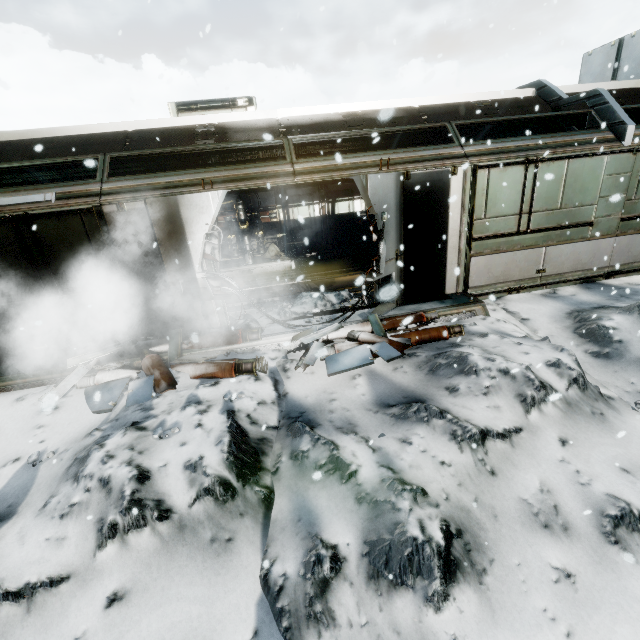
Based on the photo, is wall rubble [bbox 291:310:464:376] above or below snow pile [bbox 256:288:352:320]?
below

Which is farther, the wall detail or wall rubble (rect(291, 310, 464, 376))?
the wall detail

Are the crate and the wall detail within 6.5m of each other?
yes

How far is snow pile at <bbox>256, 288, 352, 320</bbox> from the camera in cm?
707

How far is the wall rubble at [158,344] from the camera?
5.2 meters

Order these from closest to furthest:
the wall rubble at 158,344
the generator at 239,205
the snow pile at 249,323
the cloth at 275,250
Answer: the wall rubble at 158,344 → the snow pile at 249,323 → the generator at 239,205 → the cloth at 275,250

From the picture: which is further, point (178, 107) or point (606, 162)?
point (178, 107)

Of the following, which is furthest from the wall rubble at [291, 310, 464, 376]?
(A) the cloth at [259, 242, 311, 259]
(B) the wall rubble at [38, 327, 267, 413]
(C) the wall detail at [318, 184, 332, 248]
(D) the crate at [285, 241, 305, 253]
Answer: (C) the wall detail at [318, 184, 332, 248]
